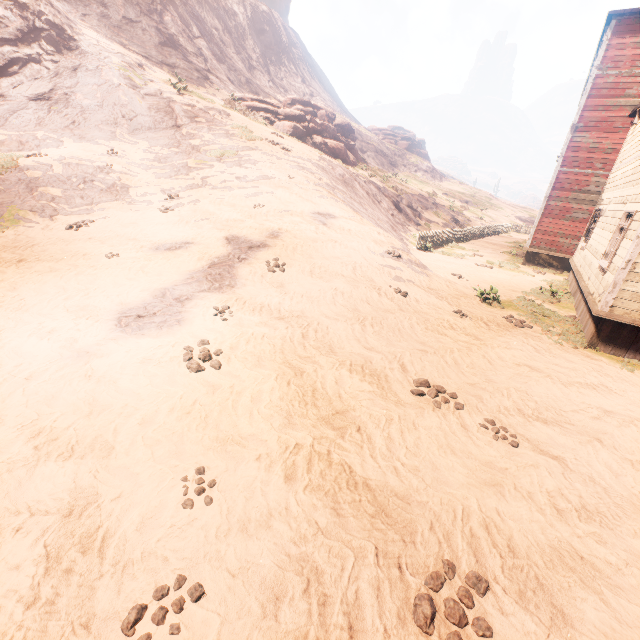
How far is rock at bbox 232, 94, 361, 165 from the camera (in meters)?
26.10

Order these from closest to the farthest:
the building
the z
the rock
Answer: the z
the building
the rock

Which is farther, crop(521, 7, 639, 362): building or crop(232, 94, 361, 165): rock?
crop(232, 94, 361, 165): rock

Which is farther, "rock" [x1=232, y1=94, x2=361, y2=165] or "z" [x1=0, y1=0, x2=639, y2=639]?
"rock" [x1=232, y1=94, x2=361, y2=165]

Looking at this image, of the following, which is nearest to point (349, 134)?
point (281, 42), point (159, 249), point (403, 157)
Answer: point (403, 157)

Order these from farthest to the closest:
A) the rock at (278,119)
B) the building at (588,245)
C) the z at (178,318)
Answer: the rock at (278,119), the building at (588,245), the z at (178,318)

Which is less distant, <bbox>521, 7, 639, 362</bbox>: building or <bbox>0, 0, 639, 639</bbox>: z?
<bbox>0, 0, 639, 639</bbox>: z

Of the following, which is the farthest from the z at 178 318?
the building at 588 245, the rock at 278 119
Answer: the rock at 278 119
